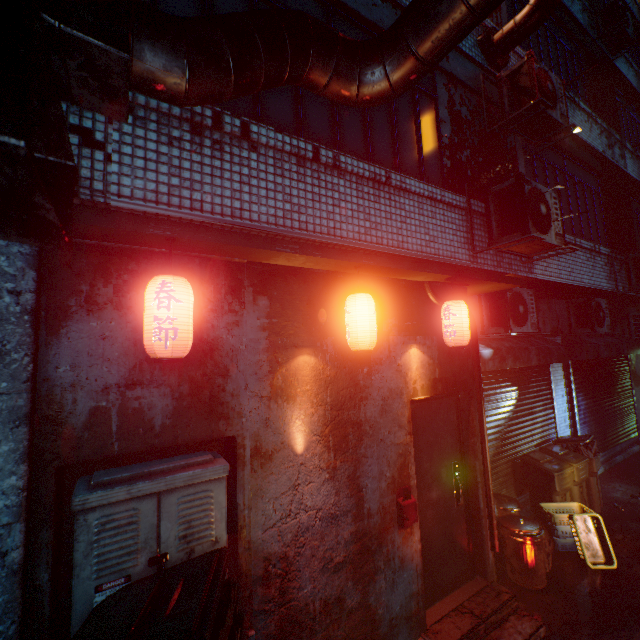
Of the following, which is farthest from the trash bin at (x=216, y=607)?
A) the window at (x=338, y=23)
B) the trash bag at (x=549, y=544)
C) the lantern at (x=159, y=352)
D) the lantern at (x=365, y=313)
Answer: the trash bag at (x=549, y=544)

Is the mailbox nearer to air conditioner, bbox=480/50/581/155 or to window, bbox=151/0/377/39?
window, bbox=151/0/377/39

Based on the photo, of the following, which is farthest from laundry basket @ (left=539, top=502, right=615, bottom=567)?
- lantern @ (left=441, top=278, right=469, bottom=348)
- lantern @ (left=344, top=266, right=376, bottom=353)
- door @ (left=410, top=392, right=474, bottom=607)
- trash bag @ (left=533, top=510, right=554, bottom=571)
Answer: lantern @ (left=344, top=266, right=376, bottom=353)

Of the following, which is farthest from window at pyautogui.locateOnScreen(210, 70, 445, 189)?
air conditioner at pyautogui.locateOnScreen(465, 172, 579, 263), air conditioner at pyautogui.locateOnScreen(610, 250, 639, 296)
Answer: air conditioner at pyautogui.locateOnScreen(610, 250, 639, 296)

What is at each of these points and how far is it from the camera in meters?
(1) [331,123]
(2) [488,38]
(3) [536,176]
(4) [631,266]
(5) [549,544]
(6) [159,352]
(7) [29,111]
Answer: (1) window, 3.1 m
(2) air duct, 4.6 m
(3) window, 5.2 m
(4) air conditioner, 6.1 m
(5) trash bag, 4.3 m
(6) lantern, 1.8 m
(7) air duct, 0.4 m

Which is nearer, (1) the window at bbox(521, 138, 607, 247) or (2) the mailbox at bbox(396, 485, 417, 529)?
(2) the mailbox at bbox(396, 485, 417, 529)

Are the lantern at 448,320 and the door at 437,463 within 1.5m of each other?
yes

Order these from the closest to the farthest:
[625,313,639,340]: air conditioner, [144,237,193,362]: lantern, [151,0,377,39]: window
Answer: [144,237,193,362]: lantern, [151,0,377,39]: window, [625,313,639,340]: air conditioner
